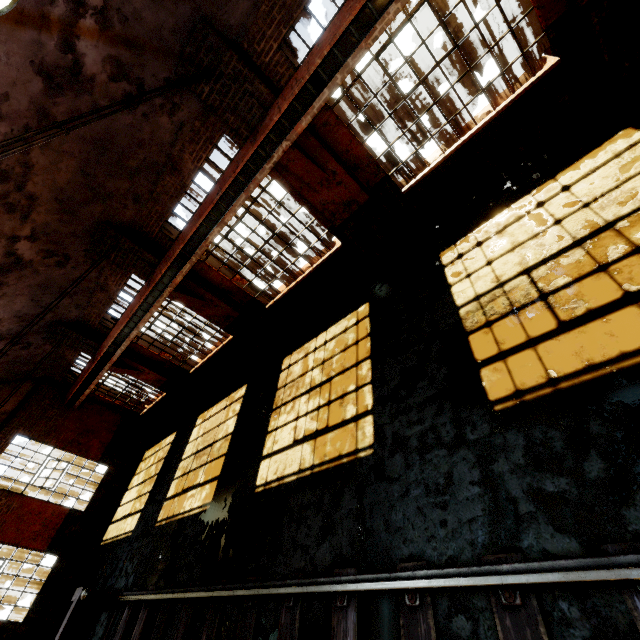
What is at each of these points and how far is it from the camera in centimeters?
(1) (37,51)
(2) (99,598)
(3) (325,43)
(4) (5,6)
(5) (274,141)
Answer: (1) building, 445cm
(2) rail track end, 802cm
(3) crane rail, 499cm
(4) hanging light, 259cm
(5) beam, 601cm

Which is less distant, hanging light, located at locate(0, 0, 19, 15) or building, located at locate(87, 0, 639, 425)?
hanging light, located at locate(0, 0, 19, 15)

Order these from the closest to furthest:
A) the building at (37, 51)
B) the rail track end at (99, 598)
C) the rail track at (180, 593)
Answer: the rail track at (180, 593), the building at (37, 51), the rail track end at (99, 598)

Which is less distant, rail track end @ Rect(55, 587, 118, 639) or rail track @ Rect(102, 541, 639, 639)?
rail track @ Rect(102, 541, 639, 639)

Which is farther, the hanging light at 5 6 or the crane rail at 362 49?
the crane rail at 362 49

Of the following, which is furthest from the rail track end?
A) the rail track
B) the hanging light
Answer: the hanging light

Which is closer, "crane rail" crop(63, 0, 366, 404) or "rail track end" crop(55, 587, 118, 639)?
"crane rail" crop(63, 0, 366, 404)

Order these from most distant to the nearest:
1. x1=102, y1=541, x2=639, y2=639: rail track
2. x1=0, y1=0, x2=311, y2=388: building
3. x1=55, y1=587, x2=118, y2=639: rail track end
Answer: x1=55, y1=587, x2=118, y2=639: rail track end, x1=0, y1=0, x2=311, y2=388: building, x1=102, y1=541, x2=639, y2=639: rail track
